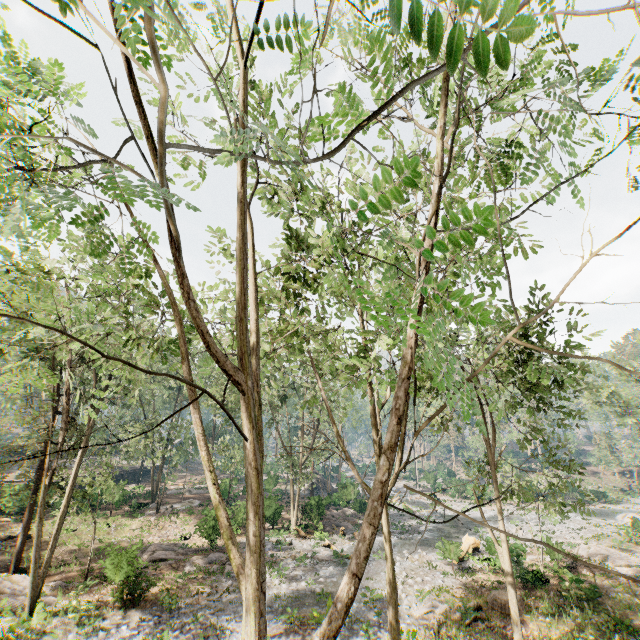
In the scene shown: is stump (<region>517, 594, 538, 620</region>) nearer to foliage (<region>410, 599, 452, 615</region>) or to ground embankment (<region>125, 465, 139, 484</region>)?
foliage (<region>410, 599, 452, 615</region>)

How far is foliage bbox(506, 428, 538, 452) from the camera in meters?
13.2

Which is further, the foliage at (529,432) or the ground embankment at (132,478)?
the ground embankment at (132,478)

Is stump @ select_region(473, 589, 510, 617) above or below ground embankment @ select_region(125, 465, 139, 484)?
below

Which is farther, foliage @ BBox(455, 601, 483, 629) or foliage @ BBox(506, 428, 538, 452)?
foliage @ BBox(455, 601, 483, 629)

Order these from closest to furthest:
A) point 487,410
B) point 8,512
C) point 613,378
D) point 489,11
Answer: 1. point 489,11
2. point 8,512
3. point 487,410
4. point 613,378

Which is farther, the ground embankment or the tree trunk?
the ground embankment

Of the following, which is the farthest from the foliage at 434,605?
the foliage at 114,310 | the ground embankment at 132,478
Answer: the ground embankment at 132,478
